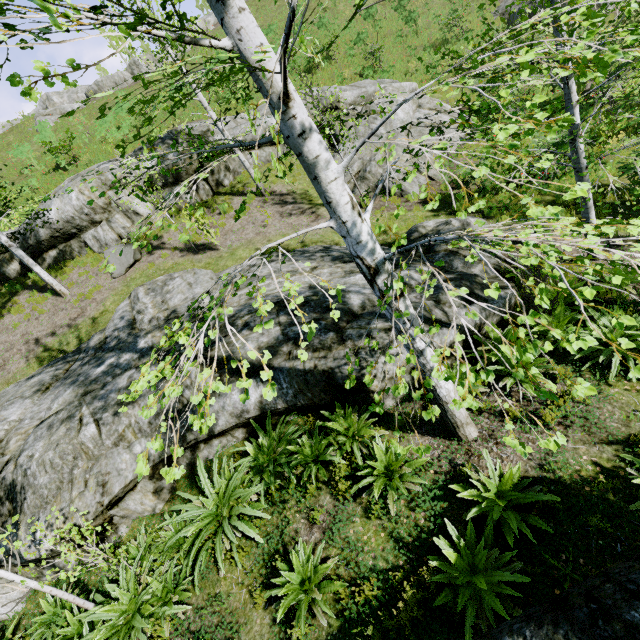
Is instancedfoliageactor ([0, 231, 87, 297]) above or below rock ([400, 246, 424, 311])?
above

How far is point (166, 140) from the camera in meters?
14.0

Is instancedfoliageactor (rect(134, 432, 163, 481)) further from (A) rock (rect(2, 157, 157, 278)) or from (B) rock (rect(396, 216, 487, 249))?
(A) rock (rect(2, 157, 157, 278))

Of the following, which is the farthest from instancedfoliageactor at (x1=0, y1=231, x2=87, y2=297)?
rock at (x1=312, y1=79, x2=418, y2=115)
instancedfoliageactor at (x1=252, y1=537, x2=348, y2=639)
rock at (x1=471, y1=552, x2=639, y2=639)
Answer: instancedfoliageactor at (x1=252, y1=537, x2=348, y2=639)

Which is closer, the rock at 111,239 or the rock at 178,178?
the rock at 111,239

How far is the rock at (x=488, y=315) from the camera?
6.0 meters

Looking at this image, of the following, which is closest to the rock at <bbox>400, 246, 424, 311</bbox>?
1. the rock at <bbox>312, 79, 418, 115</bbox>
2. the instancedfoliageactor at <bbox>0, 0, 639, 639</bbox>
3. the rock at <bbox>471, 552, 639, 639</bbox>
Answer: the instancedfoliageactor at <bbox>0, 0, 639, 639</bbox>

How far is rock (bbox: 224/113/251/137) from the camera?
15.05m
